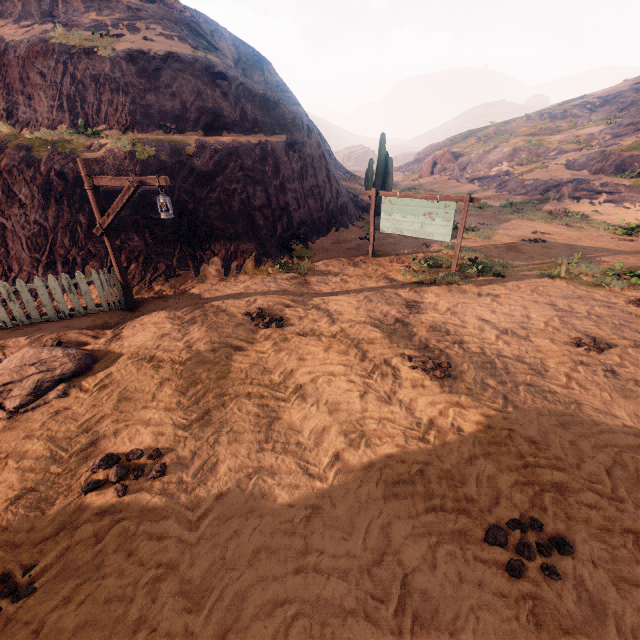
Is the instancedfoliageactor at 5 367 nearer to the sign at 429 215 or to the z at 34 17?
the z at 34 17

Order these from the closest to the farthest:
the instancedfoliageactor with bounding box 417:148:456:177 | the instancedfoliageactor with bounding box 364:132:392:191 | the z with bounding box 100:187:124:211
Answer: the z with bounding box 100:187:124:211
the instancedfoliageactor with bounding box 364:132:392:191
the instancedfoliageactor with bounding box 417:148:456:177

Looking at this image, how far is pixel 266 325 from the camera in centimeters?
673cm

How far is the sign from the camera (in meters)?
9.16

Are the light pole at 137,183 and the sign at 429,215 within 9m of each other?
yes

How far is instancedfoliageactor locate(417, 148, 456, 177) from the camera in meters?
36.4

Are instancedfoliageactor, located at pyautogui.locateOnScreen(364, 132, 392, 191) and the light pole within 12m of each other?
no

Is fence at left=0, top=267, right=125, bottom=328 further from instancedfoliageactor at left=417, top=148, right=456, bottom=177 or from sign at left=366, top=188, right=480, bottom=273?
instancedfoliageactor at left=417, top=148, right=456, bottom=177
